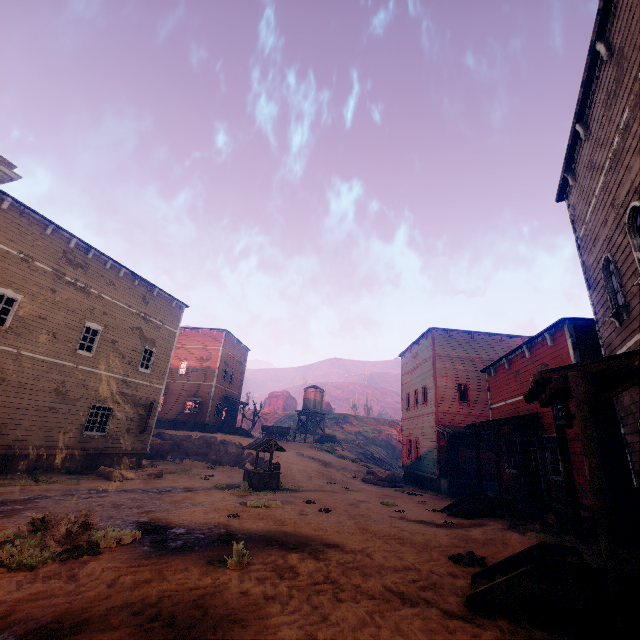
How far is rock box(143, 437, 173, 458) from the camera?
24.91m

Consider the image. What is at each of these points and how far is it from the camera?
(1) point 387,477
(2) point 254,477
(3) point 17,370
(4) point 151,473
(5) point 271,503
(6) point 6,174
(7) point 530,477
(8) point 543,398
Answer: (1) instancedfoliageactor, 22.7m
(2) well, 15.6m
(3) building, 13.9m
(4) instancedfoliageactor, 16.5m
(5) z, 11.5m
(6) building, 13.6m
(7) bp, 13.8m
(8) building, 6.5m

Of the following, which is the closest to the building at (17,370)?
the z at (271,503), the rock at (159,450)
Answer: the z at (271,503)

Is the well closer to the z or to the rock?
the z

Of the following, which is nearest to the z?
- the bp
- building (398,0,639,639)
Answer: building (398,0,639,639)

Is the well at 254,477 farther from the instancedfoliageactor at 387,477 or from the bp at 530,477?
the bp at 530,477

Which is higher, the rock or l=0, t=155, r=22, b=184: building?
l=0, t=155, r=22, b=184: building

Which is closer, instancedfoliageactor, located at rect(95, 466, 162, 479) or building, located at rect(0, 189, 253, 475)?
building, located at rect(0, 189, 253, 475)
